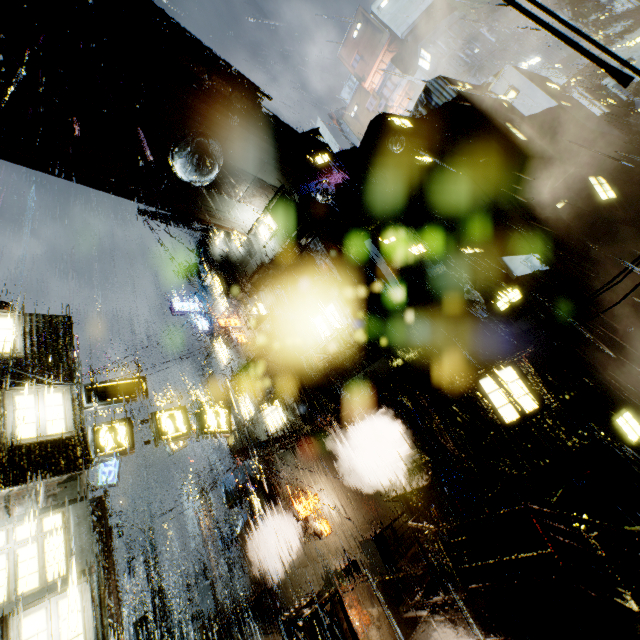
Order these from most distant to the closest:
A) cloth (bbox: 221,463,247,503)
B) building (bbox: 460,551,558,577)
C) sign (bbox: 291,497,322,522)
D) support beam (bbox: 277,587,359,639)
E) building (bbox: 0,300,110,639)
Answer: cloth (bbox: 221,463,247,503) < sign (bbox: 291,497,322,522) < building (bbox: 460,551,558,577) < building (bbox: 0,300,110,639) < support beam (bbox: 277,587,359,639)

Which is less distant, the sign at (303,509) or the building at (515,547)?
the building at (515,547)

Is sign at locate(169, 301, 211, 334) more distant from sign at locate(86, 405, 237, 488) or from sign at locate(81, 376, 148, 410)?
sign at locate(86, 405, 237, 488)

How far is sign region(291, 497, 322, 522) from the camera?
17.7 meters

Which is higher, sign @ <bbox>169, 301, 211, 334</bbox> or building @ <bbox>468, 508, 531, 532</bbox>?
sign @ <bbox>169, 301, 211, 334</bbox>

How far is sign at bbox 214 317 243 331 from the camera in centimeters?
2241cm

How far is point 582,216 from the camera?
21.2 meters

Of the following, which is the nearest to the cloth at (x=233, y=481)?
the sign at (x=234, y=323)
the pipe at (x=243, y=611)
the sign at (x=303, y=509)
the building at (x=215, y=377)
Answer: the building at (x=215, y=377)
